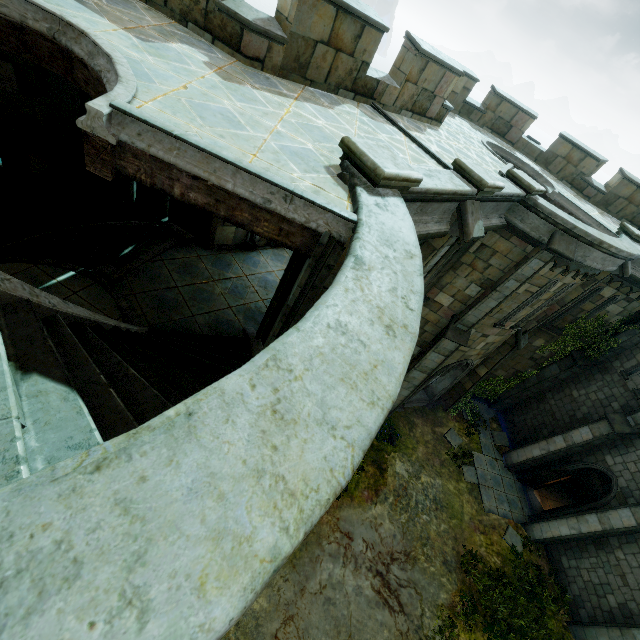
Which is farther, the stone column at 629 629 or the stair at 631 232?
the stair at 631 232

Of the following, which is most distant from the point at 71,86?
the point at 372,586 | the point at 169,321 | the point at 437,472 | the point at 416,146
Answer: the point at 437,472

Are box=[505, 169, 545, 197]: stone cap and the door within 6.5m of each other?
no

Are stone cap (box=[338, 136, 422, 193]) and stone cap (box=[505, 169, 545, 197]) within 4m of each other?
no

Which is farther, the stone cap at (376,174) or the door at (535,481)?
the door at (535,481)

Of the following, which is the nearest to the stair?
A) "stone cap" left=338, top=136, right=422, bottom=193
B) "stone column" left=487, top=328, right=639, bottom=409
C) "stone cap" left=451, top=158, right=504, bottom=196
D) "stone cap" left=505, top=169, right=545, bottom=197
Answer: "stone column" left=487, top=328, right=639, bottom=409

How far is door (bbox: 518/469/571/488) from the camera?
14.30m

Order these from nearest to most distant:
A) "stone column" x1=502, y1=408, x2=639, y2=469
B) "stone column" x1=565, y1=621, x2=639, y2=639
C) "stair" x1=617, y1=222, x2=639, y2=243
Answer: "stone column" x1=565, y1=621, x2=639, y2=639 < "stair" x1=617, y1=222, x2=639, y2=243 < "stone column" x1=502, y1=408, x2=639, y2=469
